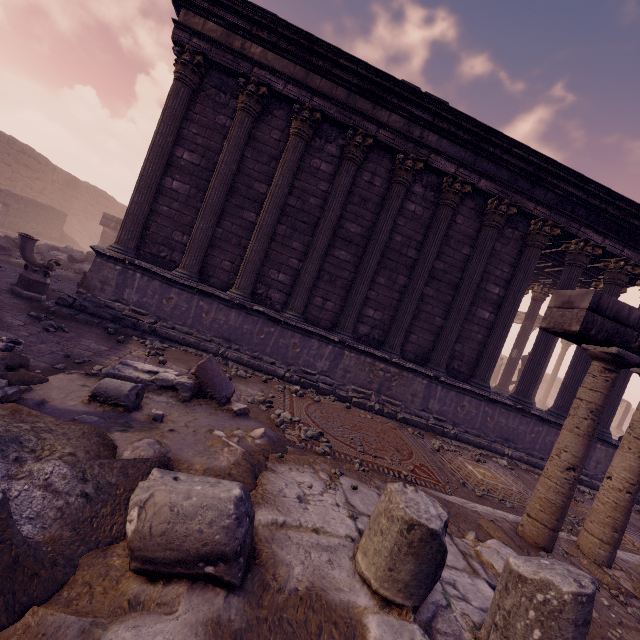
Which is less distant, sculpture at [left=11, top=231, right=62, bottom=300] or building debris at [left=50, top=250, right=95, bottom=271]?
sculpture at [left=11, top=231, right=62, bottom=300]

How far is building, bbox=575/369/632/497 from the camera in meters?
9.1 m

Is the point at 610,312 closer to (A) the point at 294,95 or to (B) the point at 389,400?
(B) the point at 389,400

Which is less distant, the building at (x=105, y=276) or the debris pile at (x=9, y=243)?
the building at (x=105, y=276)

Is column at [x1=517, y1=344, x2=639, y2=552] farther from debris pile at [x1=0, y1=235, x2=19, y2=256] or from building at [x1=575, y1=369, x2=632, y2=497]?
debris pile at [x1=0, y1=235, x2=19, y2=256]

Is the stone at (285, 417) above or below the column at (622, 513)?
below

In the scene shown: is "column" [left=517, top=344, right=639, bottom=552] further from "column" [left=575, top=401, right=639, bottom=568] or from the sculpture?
the sculpture

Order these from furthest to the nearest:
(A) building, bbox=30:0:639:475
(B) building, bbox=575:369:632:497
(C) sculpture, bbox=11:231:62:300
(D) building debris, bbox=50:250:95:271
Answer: (D) building debris, bbox=50:250:95:271, (B) building, bbox=575:369:632:497, (A) building, bbox=30:0:639:475, (C) sculpture, bbox=11:231:62:300
